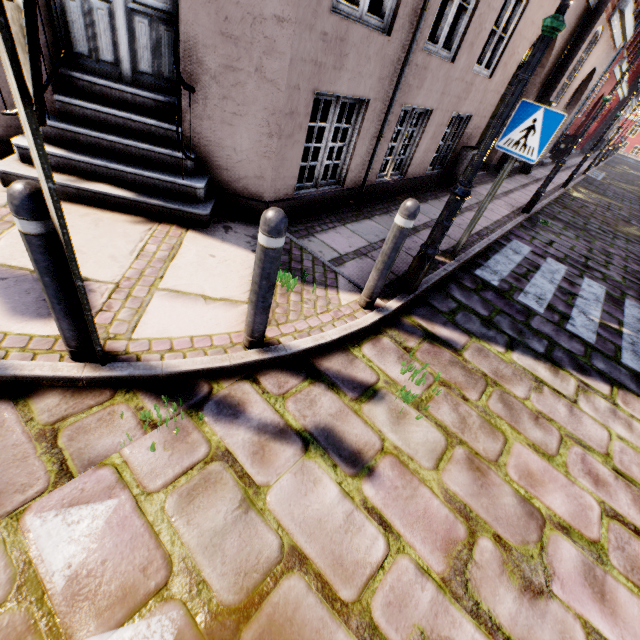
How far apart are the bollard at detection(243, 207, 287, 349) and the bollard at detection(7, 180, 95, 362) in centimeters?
95cm

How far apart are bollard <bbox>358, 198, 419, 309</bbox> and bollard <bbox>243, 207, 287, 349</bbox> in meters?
1.2

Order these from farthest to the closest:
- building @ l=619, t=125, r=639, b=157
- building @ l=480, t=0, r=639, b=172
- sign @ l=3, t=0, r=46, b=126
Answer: building @ l=619, t=125, r=639, b=157 → building @ l=480, t=0, r=639, b=172 → sign @ l=3, t=0, r=46, b=126

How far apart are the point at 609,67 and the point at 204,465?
18.5m

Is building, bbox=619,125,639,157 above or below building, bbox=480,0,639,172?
below

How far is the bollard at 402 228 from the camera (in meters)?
2.58

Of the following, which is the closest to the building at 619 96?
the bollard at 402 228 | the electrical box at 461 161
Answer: the electrical box at 461 161

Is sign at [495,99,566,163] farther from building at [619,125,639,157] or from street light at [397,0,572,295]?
building at [619,125,639,157]
